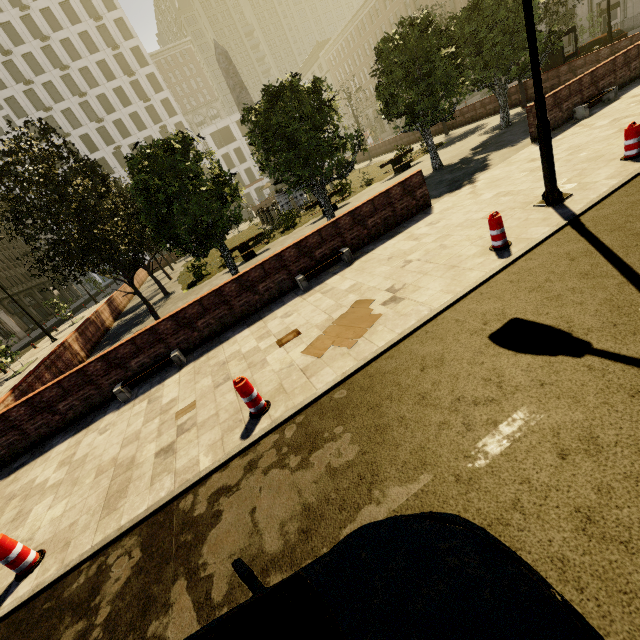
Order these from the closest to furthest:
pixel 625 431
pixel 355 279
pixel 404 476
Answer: pixel 625 431, pixel 404 476, pixel 355 279

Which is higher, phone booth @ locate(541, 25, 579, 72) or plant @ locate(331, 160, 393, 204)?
phone booth @ locate(541, 25, 579, 72)

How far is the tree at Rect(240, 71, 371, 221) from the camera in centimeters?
1162cm

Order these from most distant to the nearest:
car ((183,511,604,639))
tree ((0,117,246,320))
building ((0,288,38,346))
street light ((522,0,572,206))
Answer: building ((0,288,38,346))
tree ((0,117,246,320))
street light ((522,0,572,206))
car ((183,511,604,639))

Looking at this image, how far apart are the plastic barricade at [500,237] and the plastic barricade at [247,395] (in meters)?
5.22

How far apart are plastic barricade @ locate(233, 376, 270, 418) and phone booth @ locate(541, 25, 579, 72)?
25.2m

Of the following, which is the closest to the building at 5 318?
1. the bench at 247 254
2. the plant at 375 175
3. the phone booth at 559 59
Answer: the phone booth at 559 59

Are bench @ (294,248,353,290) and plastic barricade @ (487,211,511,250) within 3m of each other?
no
